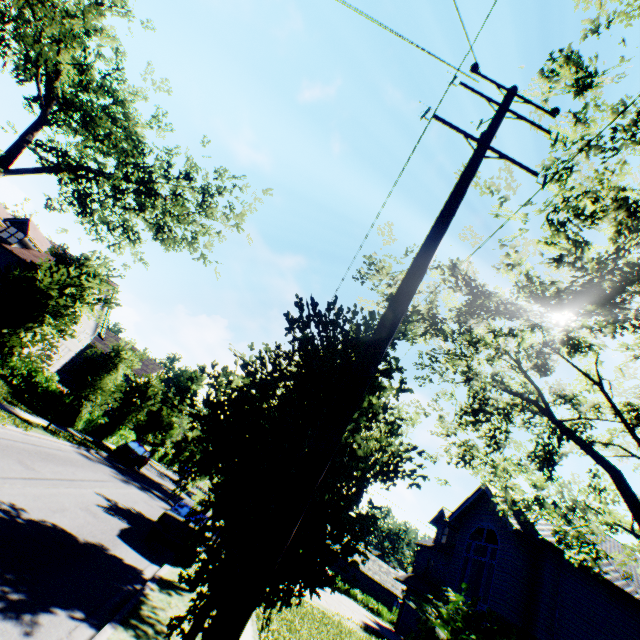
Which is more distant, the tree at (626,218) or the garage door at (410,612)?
the garage door at (410,612)

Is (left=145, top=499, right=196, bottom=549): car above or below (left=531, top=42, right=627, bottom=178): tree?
below

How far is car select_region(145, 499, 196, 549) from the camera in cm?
1082

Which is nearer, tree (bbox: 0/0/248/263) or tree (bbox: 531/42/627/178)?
tree (bbox: 531/42/627/178)

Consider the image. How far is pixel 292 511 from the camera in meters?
2.4

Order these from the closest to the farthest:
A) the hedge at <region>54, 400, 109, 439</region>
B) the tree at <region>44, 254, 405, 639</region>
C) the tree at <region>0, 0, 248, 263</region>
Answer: the tree at <region>44, 254, 405, 639</region> → the tree at <region>0, 0, 248, 263</region> → the hedge at <region>54, 400, 109, 439</region>

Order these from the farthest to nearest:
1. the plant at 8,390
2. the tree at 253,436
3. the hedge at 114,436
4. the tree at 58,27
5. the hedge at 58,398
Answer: the hedge at 114,436 → the hedge at 58,398 → the plant at 8,390 → the tree at 58,27 → the tree at 253,436
